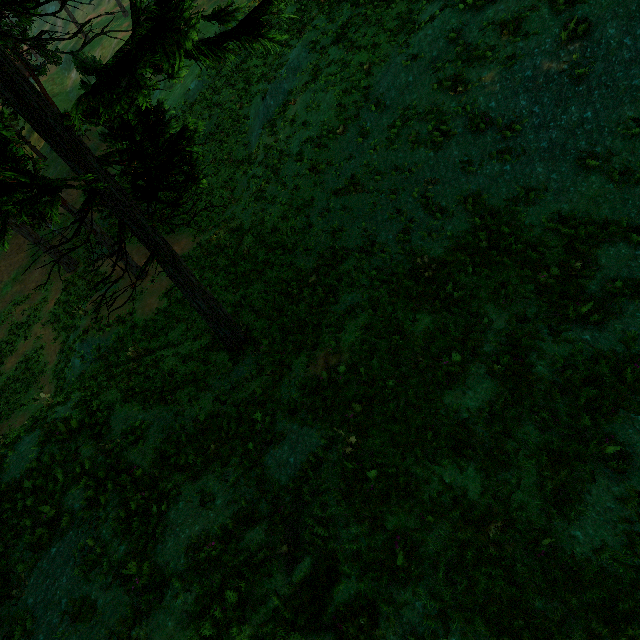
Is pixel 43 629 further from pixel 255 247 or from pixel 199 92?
pixel 199 92
